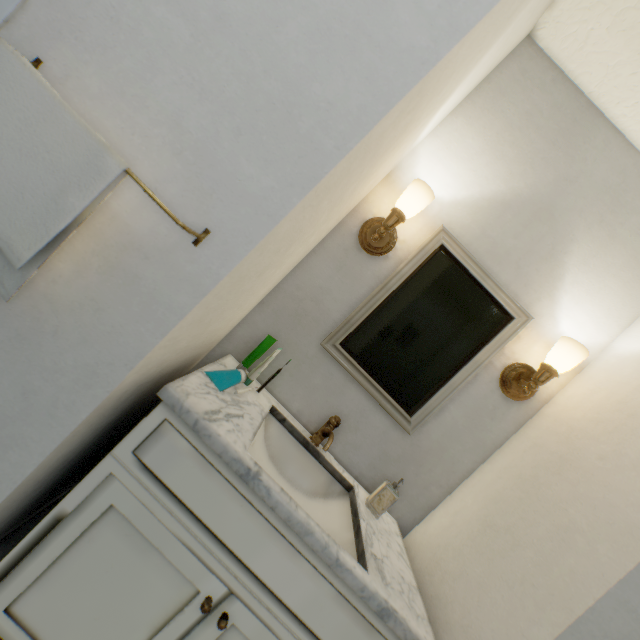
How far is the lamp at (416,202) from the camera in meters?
1.1 m

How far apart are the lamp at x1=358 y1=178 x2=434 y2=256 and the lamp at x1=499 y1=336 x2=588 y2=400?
0.7m

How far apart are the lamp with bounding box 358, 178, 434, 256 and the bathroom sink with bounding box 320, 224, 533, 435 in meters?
0.2 m

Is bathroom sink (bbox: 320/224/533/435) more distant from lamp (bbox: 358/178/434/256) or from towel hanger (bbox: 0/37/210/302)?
towel hanger (bbox: 0/37/210/302)

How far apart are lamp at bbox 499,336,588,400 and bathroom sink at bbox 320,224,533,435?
0.2m

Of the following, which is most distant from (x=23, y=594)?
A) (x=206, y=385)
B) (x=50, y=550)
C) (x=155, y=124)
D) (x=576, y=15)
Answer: (x=576, y=15)

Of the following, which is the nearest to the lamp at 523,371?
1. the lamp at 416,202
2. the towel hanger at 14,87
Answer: the lamp at 416,202

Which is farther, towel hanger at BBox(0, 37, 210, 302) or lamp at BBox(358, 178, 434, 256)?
lamp at BBox(358, 178, 434, 256)
